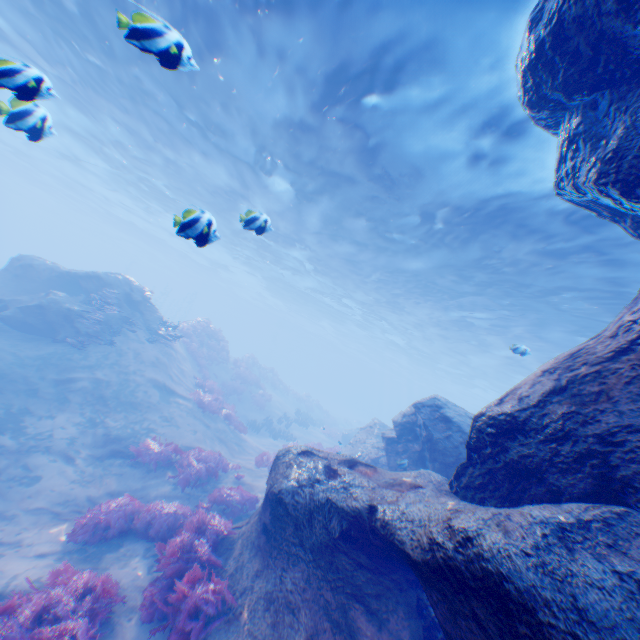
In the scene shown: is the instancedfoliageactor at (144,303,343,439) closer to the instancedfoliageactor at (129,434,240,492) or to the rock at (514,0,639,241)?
the rock at (514,0,639,241)

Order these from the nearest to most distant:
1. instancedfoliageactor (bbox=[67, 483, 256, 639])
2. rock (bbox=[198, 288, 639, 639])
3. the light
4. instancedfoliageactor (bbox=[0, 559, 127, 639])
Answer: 1. rock (bbox=[198, 288, 639, 639])
2. instancedfoliageactor (bbox=[0, 559, 127, 639])
3. instancedfoliageactor (bbox=[67, 483, 256, 639])
4. the light

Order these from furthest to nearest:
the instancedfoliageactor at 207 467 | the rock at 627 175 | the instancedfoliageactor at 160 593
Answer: the instancedfoliageactor at 207 467, the instancedfoliageactor at 160 593, the rock at 627 175

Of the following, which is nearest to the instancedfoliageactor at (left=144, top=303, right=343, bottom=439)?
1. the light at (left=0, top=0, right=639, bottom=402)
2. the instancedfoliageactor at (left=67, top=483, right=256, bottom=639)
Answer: the light at (left=0, top=0, right=639, bottom=402)

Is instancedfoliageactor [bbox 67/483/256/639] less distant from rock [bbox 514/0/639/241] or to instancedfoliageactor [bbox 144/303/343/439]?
rock [bbox 514/0/639/241]

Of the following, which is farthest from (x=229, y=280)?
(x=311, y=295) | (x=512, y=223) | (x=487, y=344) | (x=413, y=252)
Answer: (x=512, y=223)

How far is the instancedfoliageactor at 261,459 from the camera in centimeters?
1341cm

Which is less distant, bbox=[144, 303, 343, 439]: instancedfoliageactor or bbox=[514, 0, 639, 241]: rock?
bbox=[514, 0, 639, 241]: rock
